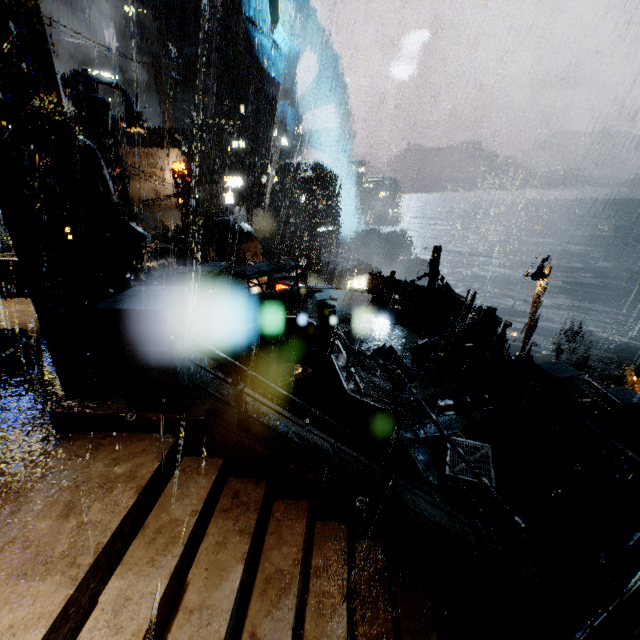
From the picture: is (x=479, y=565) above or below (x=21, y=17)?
below

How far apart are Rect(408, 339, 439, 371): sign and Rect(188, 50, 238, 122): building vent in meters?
55.6

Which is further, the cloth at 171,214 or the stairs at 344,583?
the cloth at 171,214

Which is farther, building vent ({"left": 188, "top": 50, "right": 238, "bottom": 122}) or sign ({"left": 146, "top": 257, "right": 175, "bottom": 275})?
building vent ({"left": 188, "top": 50, "right": 238, "bottom": 122})

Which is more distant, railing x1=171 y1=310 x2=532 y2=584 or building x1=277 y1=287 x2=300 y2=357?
building x1=277 y1=287 x2=300 y2=357

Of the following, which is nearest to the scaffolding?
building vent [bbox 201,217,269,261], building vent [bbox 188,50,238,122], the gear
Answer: building vent [bbox 201,217,269,261]

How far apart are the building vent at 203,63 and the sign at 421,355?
55.6m

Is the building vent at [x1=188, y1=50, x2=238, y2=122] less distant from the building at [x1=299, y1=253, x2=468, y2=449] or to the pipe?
the building at [x1=299, y1=253, x2=468, y2=449]
